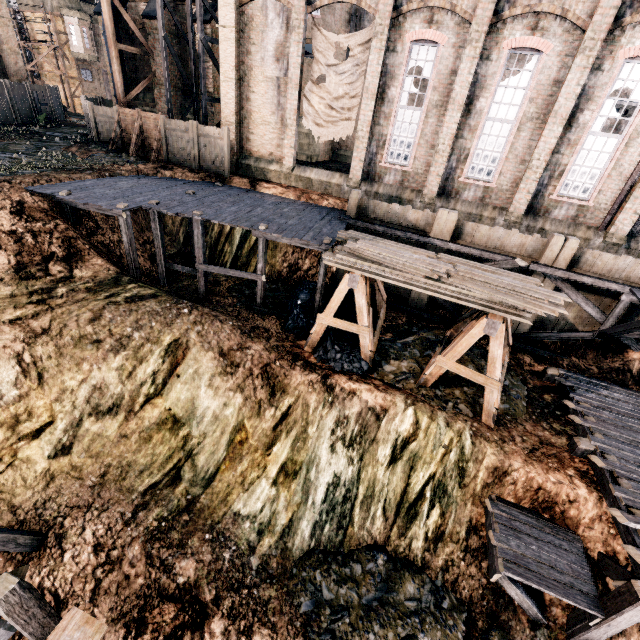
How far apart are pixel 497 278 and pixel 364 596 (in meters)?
10.77

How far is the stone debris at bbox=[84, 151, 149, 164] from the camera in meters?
19.9 m

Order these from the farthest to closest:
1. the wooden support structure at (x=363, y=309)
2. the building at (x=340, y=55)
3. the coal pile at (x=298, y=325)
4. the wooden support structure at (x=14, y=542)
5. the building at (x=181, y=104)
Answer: the building at (x=340, y=55), the building at (x=181, y=104), the coal pile at (x=298, y=325), the wooden support structure at (x=363, y=309), the wooden support structure at (x=14, y=542)

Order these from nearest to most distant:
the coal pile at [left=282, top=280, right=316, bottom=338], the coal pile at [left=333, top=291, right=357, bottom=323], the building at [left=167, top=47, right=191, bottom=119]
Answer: the coal pile at [left=282, top=280, right=316, bottom=338]
the coal pile at [left=333, top=291, right=357, bottom=323]
the building at [left=167, top=47, right=191, bottom=119]

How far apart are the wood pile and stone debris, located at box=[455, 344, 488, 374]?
3.5m

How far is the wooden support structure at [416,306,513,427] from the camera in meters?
10.2 m

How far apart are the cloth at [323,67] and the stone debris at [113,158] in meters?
10.7
